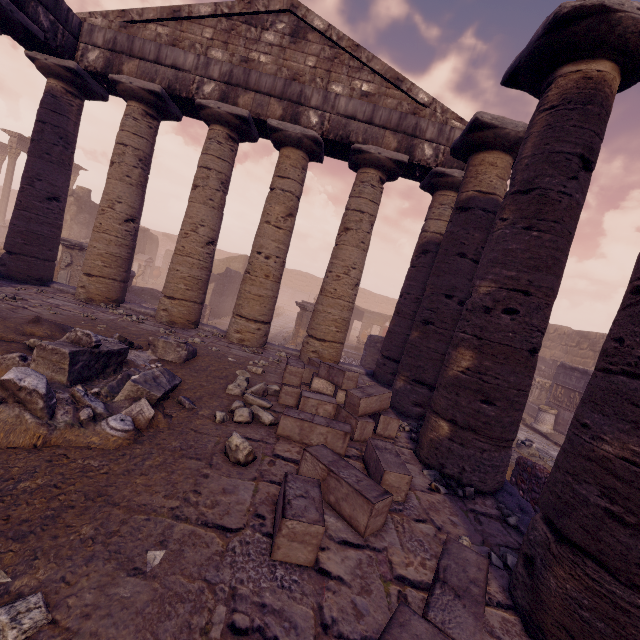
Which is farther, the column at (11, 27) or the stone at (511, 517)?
the column at (11, 27)

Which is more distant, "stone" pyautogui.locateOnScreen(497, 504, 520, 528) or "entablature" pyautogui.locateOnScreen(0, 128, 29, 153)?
"entablature" pyautogui.locateOnScreen(0, 128, 29, 153)

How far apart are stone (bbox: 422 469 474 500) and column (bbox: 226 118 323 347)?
5.4 meters

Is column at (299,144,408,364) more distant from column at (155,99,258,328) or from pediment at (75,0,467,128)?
column at (155,99,258,328)

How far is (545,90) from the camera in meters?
4.1

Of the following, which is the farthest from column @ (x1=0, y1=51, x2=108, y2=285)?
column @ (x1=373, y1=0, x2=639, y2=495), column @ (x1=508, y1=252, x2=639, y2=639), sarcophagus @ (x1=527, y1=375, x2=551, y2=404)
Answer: sarcophagus @ (x1=527, y1=375, x2=551, y2=404)

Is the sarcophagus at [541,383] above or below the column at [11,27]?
below

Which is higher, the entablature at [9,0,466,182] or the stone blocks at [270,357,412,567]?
the entablature at [9,0,466,182]
